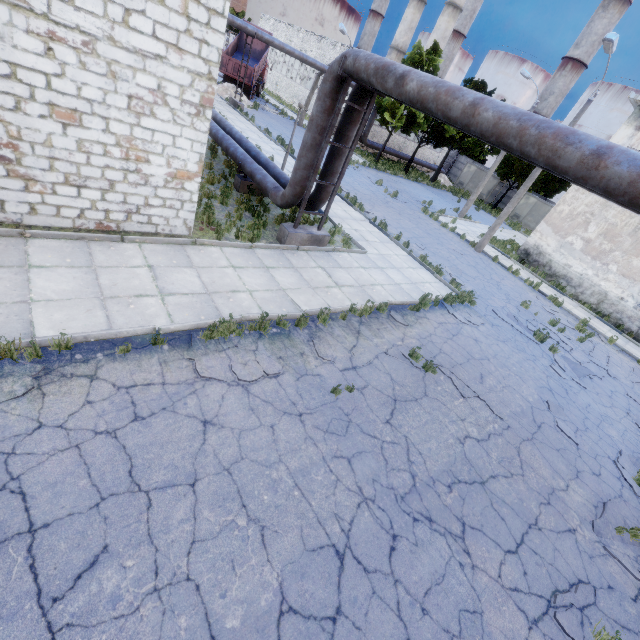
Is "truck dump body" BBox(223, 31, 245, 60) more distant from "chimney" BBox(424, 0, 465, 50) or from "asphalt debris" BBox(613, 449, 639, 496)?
"asphalt debris" BBox(613, 449, 639, 496)

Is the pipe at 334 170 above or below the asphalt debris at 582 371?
above

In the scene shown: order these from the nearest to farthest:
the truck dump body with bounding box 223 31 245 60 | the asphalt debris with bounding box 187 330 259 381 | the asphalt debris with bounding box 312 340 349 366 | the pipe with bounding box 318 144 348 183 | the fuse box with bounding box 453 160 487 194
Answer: the asphalt debris with bounding box 187 330 259 381
the asphalt debris with bounding box 312 340 349 366
the pipe with bounding box 318 144 348 183
the truck dump body with bounding box 223 31 245 60
the fuse box with bounding box 453 160 487 194

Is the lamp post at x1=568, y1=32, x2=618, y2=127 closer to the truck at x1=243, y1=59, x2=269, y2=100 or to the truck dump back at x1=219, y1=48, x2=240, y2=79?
the truck dump back at x1=219, y1=48, x2=240, y2=79

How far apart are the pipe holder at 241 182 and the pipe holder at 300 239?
3.3m

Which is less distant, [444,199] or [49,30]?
[49,30]

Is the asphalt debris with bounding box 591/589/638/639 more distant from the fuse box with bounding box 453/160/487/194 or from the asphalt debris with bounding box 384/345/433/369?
the fuse box with bounding box 453/160/487/194

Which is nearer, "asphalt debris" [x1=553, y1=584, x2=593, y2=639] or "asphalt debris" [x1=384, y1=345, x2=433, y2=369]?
"asphalt debris" [x1=553, y1=584, x2=593, y2=639]
